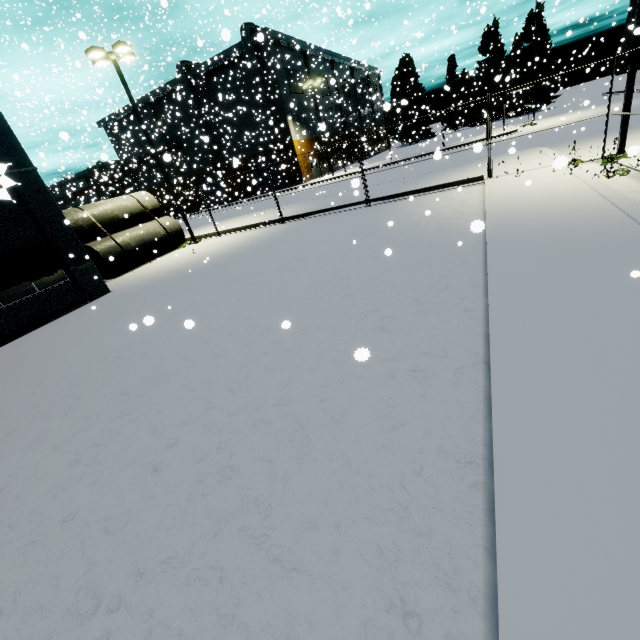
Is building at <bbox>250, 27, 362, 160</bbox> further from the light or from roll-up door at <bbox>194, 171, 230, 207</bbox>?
the light

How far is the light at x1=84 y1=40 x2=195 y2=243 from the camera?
15.5 meters

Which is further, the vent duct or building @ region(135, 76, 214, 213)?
building @ region(135, 76, 214, 213)

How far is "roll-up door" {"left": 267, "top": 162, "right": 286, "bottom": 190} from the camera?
42.04m

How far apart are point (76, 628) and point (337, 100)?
42.3 meters

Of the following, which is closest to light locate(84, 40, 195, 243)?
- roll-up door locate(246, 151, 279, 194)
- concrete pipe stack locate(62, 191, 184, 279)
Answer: concrete pipe stack locate(62, 191, 184, 279)

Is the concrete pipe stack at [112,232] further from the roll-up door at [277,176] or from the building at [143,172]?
the roll-up door at [277,176]

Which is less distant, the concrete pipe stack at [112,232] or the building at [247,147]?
the concrete pipe stack at [112,232]
